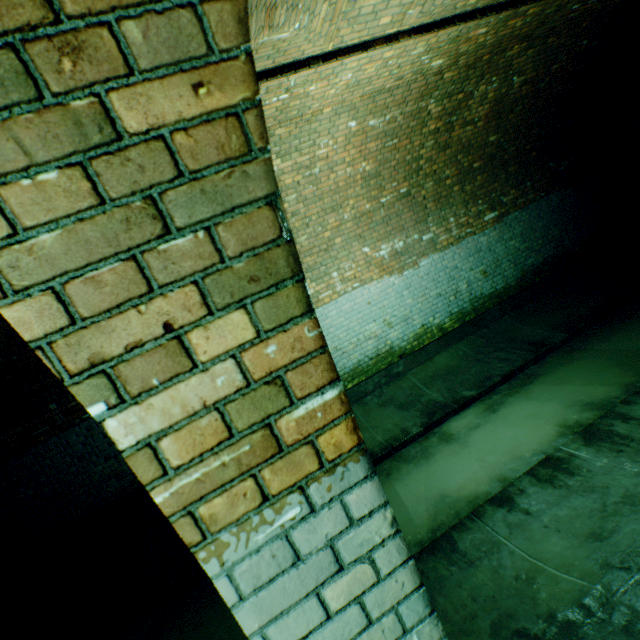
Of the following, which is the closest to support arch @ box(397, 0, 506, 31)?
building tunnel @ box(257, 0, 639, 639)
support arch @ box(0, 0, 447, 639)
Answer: building tunnel @ box(257, 0, 639, 639)

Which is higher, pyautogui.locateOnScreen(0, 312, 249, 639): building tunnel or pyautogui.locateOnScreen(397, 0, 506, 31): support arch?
pyautogui.locateOnScreen(397, 0, 506, 31): support arch

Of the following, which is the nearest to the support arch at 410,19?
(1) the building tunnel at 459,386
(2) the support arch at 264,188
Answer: (1) the building tunnel at 459,386

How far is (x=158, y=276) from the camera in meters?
0.7 m

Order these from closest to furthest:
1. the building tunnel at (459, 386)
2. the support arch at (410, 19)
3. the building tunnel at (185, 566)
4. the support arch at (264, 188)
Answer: the support arch at (264, 188) < the building tunnel at (459, 386) < the support arch at (410, 19) < the building tunnel at (185, 566)

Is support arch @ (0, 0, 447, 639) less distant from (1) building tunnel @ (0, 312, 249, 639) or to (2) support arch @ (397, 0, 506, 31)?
(1) building tunnel @ (0, 312, 249, 639)

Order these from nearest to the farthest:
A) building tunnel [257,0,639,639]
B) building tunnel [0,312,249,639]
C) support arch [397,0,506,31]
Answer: building tunnel [257,0,639,639] → support arch [397,0,506,31] → building tunnel [0,312,249,639]
